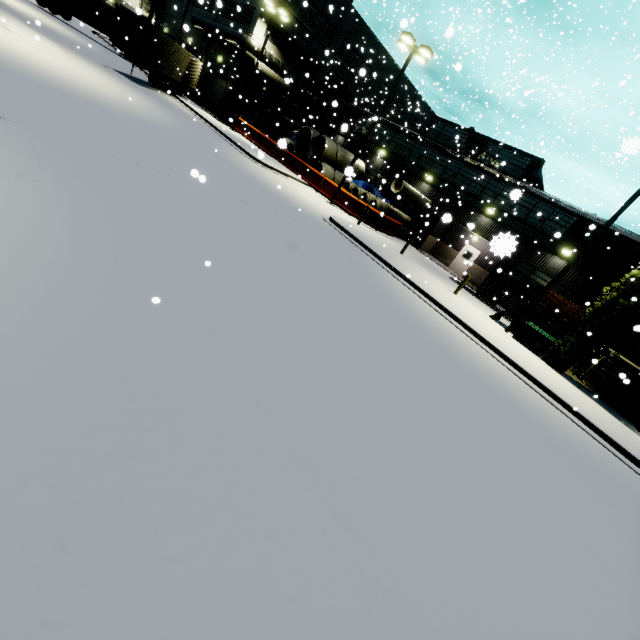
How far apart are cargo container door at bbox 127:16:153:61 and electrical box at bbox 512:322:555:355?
12.4m

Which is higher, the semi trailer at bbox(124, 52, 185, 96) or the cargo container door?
the cargo container door

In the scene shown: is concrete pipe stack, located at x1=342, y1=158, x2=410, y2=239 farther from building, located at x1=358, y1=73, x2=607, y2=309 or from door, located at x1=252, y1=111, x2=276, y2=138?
door, located at x1=252, y1=111, x2=276, y2=138

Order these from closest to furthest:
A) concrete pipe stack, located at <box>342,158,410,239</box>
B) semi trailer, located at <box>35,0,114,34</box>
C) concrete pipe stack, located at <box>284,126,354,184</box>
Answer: concrete pipe stack, located at <box>342,158,410,239</box> → concrete pipe stack, located at <box>284,126,354,184</box> → semi trailer, located at <box>35,0,114,34</box>

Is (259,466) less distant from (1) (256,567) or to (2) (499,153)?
(1) (256,567)

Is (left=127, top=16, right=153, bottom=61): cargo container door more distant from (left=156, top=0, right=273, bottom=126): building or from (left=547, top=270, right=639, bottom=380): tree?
(left=156, top=0, right=273, bottom=126): building

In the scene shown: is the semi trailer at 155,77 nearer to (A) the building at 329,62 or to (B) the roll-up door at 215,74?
(B) the roll-up door at 215,74

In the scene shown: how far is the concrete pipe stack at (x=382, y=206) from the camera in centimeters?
2455cm
